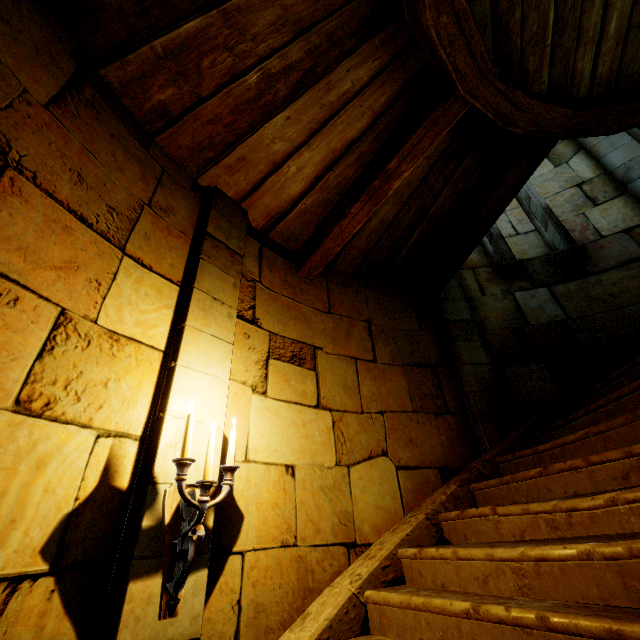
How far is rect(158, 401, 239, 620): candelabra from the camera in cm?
171

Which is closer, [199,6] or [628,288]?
[199,6]

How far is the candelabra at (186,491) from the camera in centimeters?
171cm
